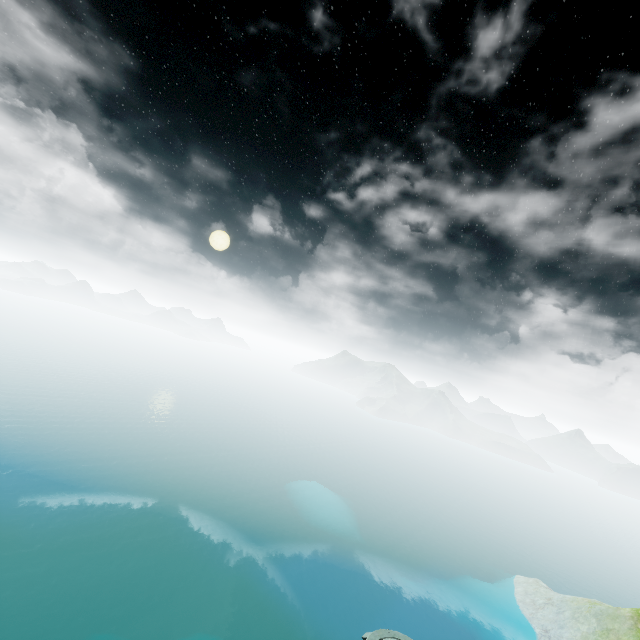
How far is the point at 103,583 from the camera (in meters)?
54.06
